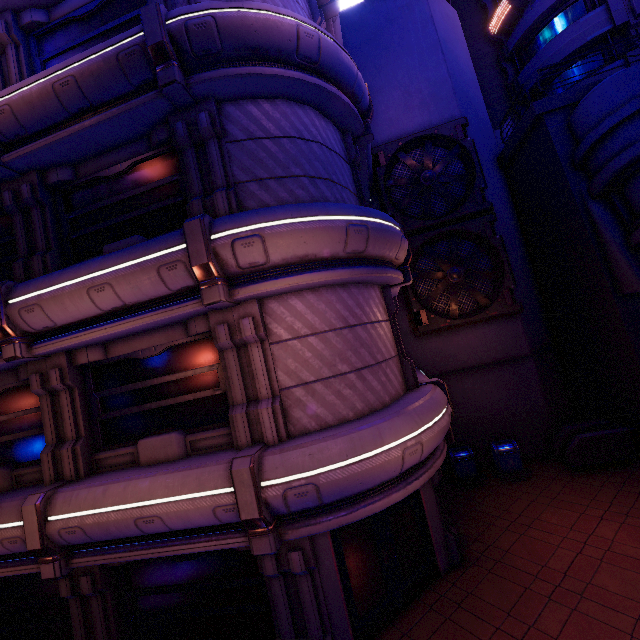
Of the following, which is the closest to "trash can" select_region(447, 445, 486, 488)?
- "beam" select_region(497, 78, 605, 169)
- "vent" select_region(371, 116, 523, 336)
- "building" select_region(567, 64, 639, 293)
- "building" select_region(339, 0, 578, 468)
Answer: "building" select_region(339, 0, 578, 468)

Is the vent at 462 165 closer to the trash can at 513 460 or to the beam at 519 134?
the beam at 519 134

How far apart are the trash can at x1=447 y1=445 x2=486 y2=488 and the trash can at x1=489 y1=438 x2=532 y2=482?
0.5m

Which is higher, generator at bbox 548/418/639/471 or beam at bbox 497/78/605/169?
beam at bbox 497/78/605/169

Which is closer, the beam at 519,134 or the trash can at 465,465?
the beam at 519,134

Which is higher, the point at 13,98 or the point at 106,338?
the point at 13,98

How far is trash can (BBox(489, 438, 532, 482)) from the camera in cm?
1184

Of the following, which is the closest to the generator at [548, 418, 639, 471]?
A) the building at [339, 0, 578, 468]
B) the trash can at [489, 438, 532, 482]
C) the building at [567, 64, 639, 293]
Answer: the building at [339, 0, 578, 468]
